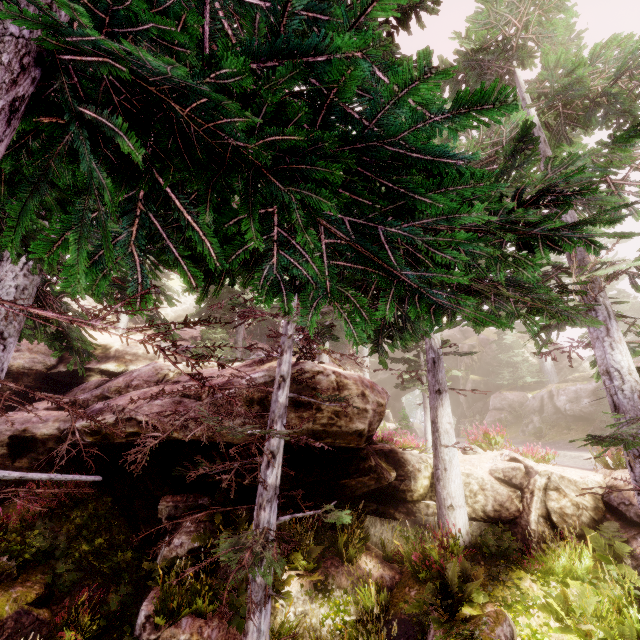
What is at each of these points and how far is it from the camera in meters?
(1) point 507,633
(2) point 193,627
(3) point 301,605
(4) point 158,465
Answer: (1) rock, 6.1 m
(2) rock, 6.8 m
(3) rock, 8.2 m
(4) rock, 10.3 m

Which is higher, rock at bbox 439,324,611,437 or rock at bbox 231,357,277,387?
rock at bbox 439,324,611,437

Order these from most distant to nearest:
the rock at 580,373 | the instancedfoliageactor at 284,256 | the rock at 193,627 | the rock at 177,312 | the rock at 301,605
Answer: the rock at 177,312
the rock at 580,373
the rock at 301,605
the rock at 193,627
the instancedfoliageactor at 284,256

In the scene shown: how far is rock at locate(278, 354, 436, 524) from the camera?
8.23m

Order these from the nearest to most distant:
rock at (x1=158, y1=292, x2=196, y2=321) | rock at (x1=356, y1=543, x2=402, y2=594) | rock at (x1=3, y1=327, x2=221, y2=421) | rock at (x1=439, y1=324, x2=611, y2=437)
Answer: rock at (x1=3, y1=327, x2=221, y2=421)
rock at (x1=356, y1=543, x2=402, y2=594)
rock at (x1=439, y1=324, x2=611, y2=437)
rock at (x1=158, y1=292, x2=196, y2=321)

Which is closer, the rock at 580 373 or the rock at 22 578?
the rock at 22 578
